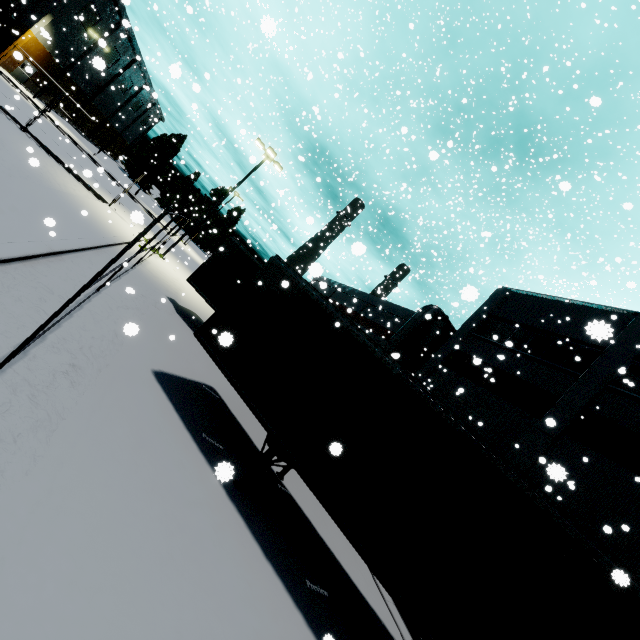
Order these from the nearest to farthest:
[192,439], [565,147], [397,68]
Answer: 1. [192,439]
2. [565,147]
3. [397,68]

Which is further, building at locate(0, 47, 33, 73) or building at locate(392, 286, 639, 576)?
building at locate(392, 286, 639, 576)

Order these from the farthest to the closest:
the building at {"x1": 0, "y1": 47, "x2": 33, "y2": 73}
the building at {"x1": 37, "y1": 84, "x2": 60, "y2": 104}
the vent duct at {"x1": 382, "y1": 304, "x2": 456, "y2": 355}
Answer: the building at {"x1": 37, "y1": 84, "x2": 60, "y2": 104} < the vent duct at {"x1": 382, "y1": 304, "x2": 456, "y2": 355} < the building at {"x1": 0, "y1": 47, "x2": 33, "y2": 73}

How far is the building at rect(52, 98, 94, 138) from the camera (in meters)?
47.75

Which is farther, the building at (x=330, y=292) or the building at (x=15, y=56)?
the building at (x=330, y=292)

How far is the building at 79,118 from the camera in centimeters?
4775cm

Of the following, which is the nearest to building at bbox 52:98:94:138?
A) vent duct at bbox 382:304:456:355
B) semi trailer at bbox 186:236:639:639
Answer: vent duct at bbox 382:304:456:355
